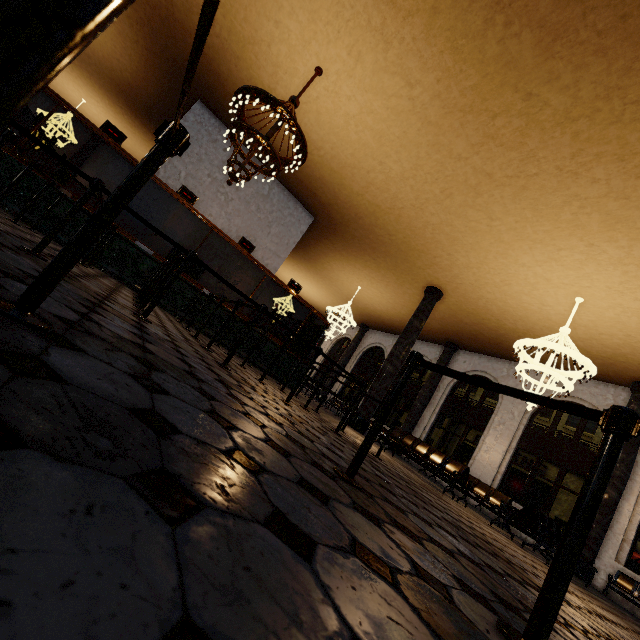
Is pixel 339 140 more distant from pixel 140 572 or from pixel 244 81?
pixel 140 572
